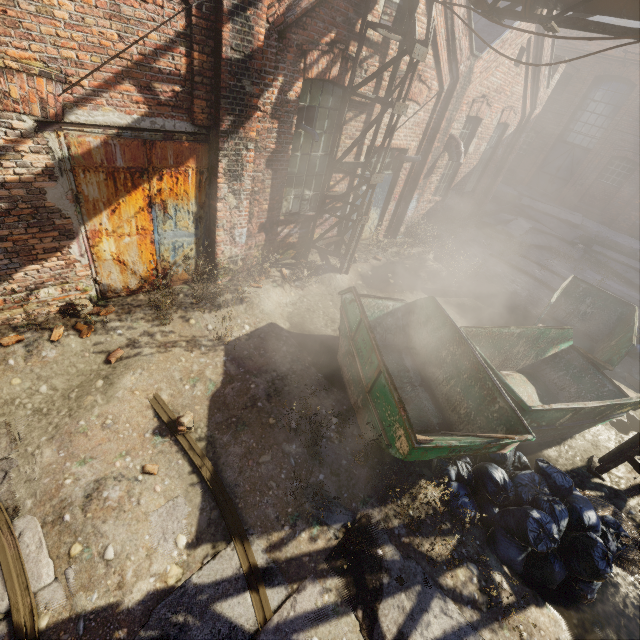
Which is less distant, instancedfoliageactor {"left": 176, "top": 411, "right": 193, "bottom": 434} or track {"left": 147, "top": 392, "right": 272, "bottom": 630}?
track {"left": 147, "top": 392, "right": 272, "bottom": 630}

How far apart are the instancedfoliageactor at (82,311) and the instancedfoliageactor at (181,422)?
1.9 meters

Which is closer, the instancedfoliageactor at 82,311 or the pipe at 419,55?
the instancedfoliageactor at 82,311

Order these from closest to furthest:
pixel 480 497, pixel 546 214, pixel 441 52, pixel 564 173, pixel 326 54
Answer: pixel 480 497
pixel 326 54
pixel 441 52
pixel 546 214
pixel 564 173

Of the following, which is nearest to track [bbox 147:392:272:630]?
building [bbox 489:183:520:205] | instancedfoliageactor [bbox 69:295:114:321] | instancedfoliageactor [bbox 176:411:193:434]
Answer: building [bbox 489:183:520:205]

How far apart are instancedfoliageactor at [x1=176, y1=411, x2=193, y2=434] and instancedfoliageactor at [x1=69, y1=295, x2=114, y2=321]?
1.86m

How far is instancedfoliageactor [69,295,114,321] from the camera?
4.92m

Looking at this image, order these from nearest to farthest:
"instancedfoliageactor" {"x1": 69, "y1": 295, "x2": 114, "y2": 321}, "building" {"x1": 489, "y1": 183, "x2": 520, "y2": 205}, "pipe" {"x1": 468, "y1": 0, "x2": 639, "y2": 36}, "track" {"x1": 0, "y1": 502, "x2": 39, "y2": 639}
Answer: "track" {"x1": 0, "y1": 502, "x2": 39, "y2": 639} → "pipe" {"x1": 468, "y1": 0, "x2": 639, "y2": 36} → "instancedfoliageactor" {"x1": 69, "y1": 295, "x2": 114, "y2": 321} → "building" {"x1": 489, "y1": 183, "x2": 520, "y2": 205}
